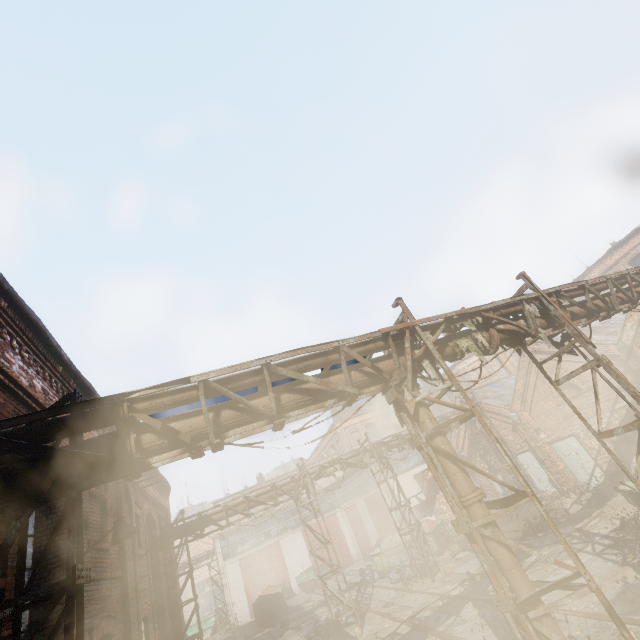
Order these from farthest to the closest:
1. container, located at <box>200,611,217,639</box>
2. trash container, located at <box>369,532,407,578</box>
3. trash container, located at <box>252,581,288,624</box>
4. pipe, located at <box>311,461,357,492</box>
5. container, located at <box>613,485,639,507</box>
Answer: container, located at <box>200,611,217,639</box> < trash container, located at <box>252,581,288,624</box> < trash container, located at <box>369,532,407,578</box> < pipe, located at <box>311,461,357,492</box> < container, located at <box>613,485,639,507</box>

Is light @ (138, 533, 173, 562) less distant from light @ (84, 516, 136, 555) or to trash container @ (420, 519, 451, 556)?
light @ (84, 516, 136, 555)

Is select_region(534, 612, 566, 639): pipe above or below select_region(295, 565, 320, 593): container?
above

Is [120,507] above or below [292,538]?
above

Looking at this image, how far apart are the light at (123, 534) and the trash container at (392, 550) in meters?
17.4

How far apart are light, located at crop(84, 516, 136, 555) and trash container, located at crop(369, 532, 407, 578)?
17.44m

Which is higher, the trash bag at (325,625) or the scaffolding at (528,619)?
the scaffolding at (528,619)

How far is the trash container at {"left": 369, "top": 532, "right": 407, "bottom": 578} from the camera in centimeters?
1903cm
